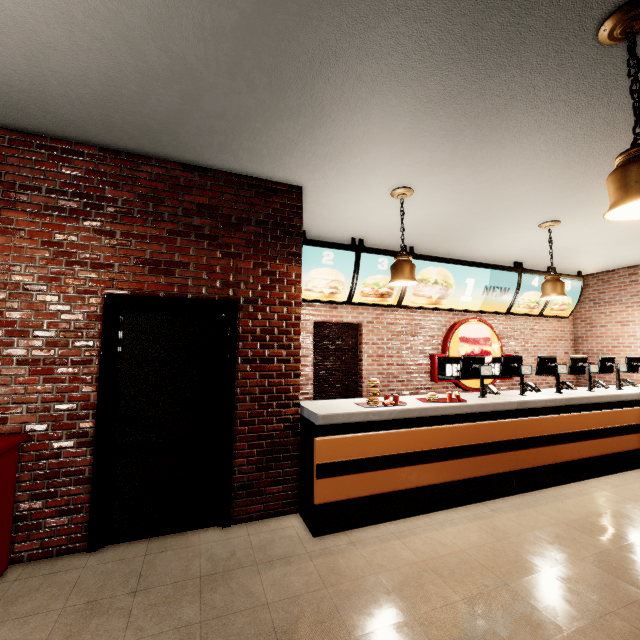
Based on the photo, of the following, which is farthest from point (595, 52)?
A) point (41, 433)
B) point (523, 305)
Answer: point (523, 305)
